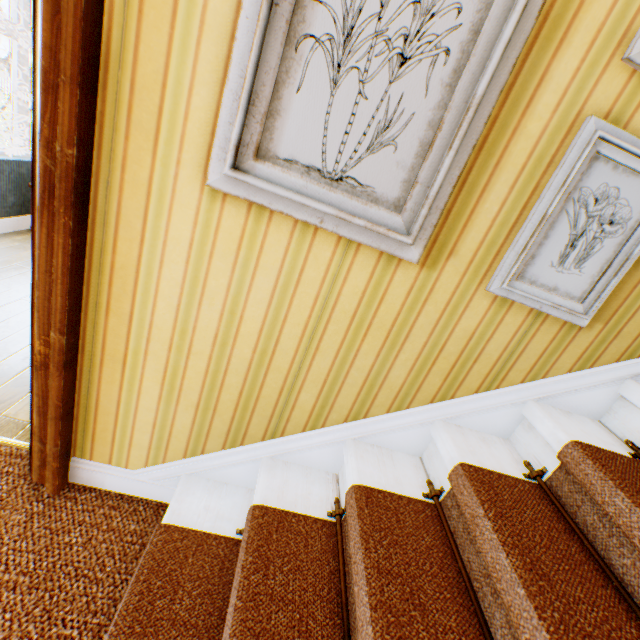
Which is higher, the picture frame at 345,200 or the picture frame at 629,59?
the picture frame at 629,59

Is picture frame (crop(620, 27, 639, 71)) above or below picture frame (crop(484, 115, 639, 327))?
above

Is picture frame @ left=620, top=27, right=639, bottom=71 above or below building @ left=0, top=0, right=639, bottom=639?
above

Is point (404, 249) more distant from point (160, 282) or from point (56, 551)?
point (56, 551)

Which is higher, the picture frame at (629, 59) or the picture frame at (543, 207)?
the picture frame at (629, 59)

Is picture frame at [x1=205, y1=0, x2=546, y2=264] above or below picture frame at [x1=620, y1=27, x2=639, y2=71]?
below
